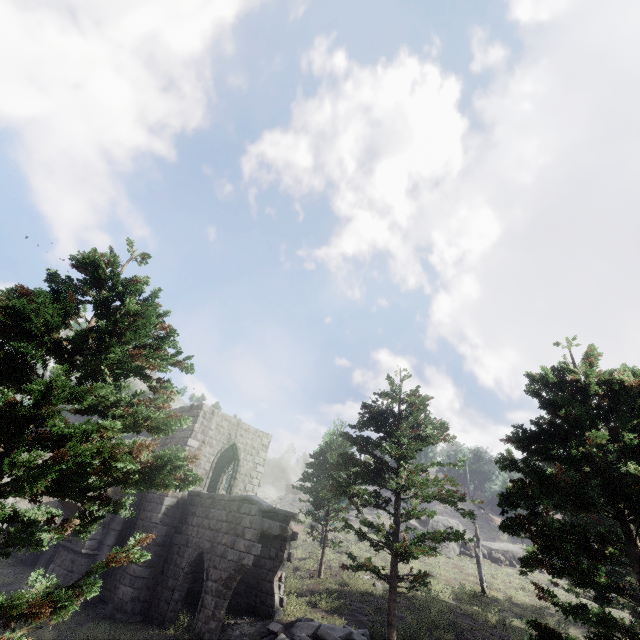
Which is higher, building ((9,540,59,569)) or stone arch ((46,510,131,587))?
stone arch ((46,510,131,587))

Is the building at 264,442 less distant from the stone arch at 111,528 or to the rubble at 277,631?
the stone arch at 111,528

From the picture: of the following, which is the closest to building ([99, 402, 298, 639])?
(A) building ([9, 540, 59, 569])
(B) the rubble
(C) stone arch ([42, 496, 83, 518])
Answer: (C) stone arch ([42, 496, 83, 518])

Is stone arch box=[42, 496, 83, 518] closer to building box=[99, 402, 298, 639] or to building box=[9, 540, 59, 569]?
building box=[99, 402, 298, 639]

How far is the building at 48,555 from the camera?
18.6m

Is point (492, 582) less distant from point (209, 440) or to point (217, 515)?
point (217, 515)

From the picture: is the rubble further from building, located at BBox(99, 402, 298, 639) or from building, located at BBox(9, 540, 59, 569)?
building, located at BBox(9, 540, 59, 569)
